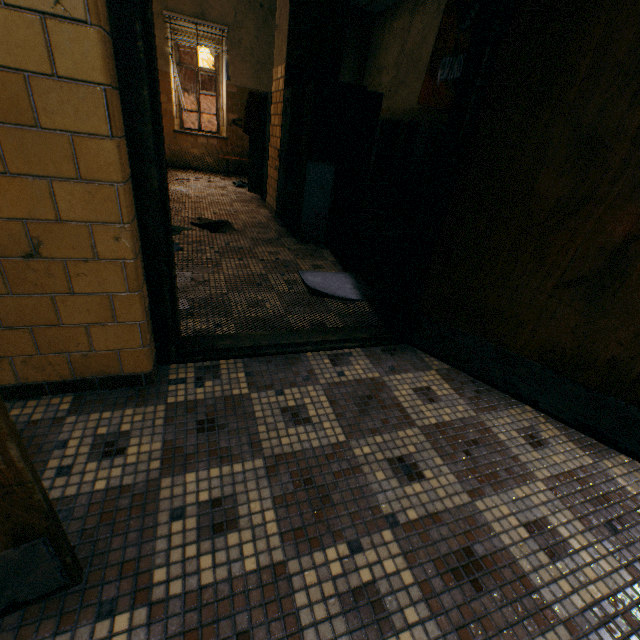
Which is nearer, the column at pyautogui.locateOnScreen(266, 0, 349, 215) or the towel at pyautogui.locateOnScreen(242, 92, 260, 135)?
the column at pyautogui.locateOnScreen(266, 0, 349, 215)

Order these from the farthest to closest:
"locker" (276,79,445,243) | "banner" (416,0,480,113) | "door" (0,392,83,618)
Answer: "banner" (416,0,480,113) → "locker" (276,79,445,243) → "door" (0,392,83,618)

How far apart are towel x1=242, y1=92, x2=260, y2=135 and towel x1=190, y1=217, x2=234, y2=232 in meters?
2.3 m

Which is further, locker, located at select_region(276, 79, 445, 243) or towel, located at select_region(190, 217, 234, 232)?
towel, located at select_region(190, 217, 234, 232)

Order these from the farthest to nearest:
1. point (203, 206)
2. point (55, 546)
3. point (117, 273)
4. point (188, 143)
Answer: point (188, 143), point (203, 206), point (117, 273), point (55, 546)

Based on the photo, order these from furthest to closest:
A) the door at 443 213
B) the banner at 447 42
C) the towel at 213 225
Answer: the banner at 447 42, the towel at 213 225, the door at 443 213

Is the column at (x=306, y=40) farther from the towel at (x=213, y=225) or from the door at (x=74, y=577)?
the door at (x=74, y=577)

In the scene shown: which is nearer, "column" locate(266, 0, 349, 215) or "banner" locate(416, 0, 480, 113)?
"column" locate(266, 0, 349, 215)
